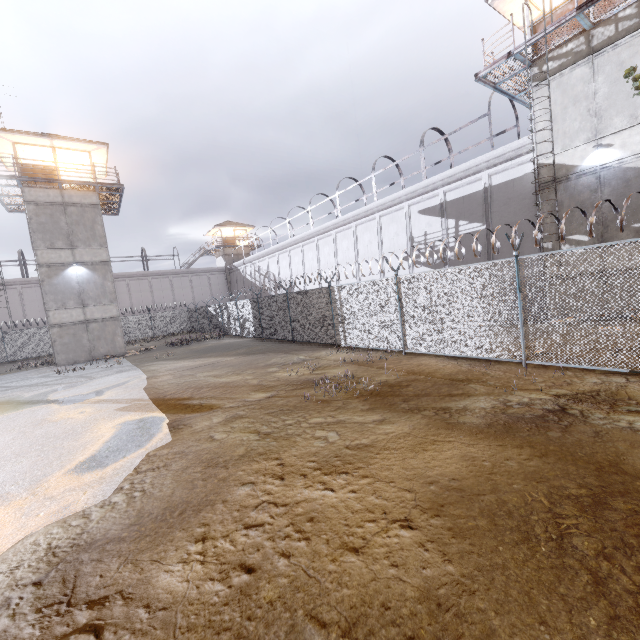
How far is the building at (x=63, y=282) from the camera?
A: 20.89m

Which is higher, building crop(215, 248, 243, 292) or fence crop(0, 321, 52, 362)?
building crop(215, 248, 243, 292)

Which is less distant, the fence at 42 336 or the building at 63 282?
the building at 63 282

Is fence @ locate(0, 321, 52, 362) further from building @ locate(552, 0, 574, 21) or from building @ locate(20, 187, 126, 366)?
building @ locate(552, 0, 574, 21)

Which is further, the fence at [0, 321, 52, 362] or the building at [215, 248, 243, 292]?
the building at [215, 248, 243, 292]

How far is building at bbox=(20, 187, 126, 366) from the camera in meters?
20.9 m

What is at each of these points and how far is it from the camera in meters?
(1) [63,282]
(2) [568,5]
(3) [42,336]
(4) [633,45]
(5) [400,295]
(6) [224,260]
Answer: (1) building, 21.5 m
(2) building, 12.1 m
(3) fence, 30.2 m
(4) building, 10.9 m
(5) fence, 11.4 m
(6) building, 46.6 m

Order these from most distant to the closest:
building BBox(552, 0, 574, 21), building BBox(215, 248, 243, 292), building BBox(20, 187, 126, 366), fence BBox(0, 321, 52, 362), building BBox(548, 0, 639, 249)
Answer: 1. building BBox(215, 248, 243, 292)
2. fence BBox(0, 321, 52, 362)
3. building BBox(20, 187, 126, 366)
4. building BBox(552, 0, 574, 21)
5. building BBox(548, 0, 639, 249)
